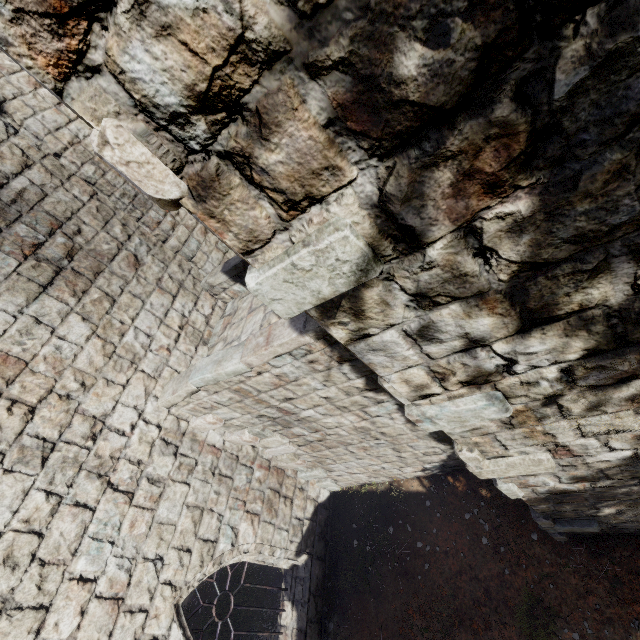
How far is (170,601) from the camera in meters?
5.3
